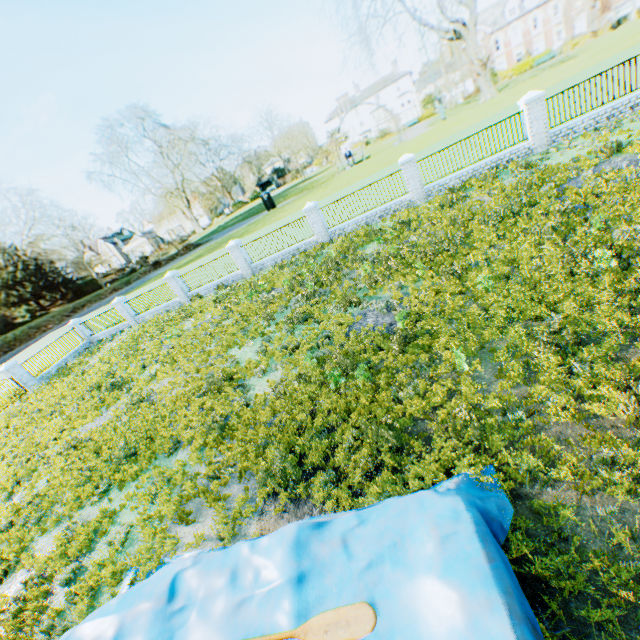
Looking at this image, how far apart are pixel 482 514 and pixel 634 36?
61.8m

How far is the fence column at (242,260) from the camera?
20.1m

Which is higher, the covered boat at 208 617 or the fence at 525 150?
the covered boat at 208 617

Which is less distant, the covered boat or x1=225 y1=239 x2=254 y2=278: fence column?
the covered boat

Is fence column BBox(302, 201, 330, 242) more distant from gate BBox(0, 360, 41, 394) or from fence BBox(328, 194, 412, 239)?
gate BBox(0, 360, 41, 394)

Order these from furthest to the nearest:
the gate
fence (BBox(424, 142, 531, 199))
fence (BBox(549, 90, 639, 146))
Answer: the gate < fence (BBox(424, 142, 531, 199)) < fence (BBox(549, 90, 639, 146))

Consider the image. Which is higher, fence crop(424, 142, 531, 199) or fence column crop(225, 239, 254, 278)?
fence column crop(225, 239, 254, 278)

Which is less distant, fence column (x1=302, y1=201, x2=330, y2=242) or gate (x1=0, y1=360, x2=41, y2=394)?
fence column (x1=302, y1=201, x2=330, y2=242)
